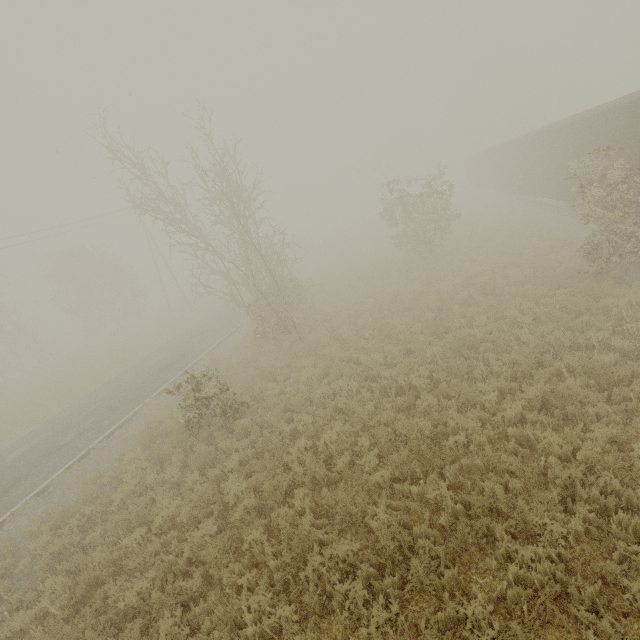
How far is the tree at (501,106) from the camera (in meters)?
47.53

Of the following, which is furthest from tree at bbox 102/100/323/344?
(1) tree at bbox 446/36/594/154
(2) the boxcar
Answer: (1) tree at bbox 446/36/594/154

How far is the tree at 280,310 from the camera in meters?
13.5

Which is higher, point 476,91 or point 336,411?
point 476,91

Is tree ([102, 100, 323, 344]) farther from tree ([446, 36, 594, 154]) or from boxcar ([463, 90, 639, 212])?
tree ([446, 36, 594, 154])

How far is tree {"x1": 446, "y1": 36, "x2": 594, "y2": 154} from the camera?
47.53m

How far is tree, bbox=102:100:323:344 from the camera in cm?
1345

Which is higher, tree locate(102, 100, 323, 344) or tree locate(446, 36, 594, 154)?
tree locate(446, 36, 594, 154)
